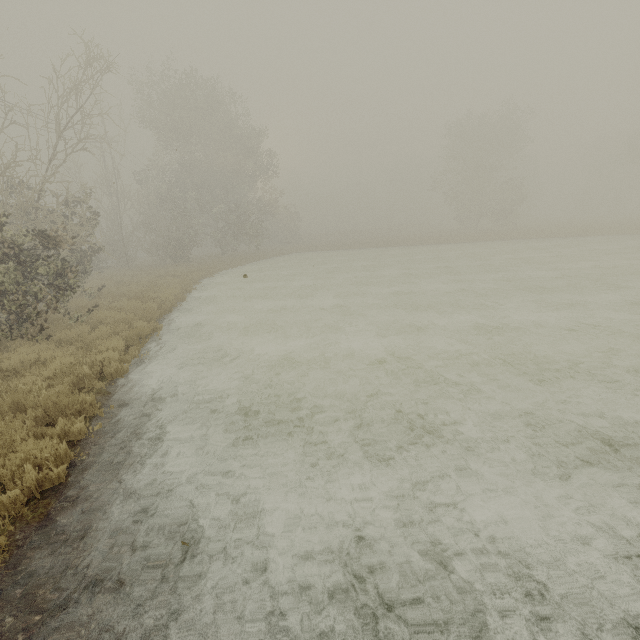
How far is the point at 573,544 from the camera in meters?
3.1
